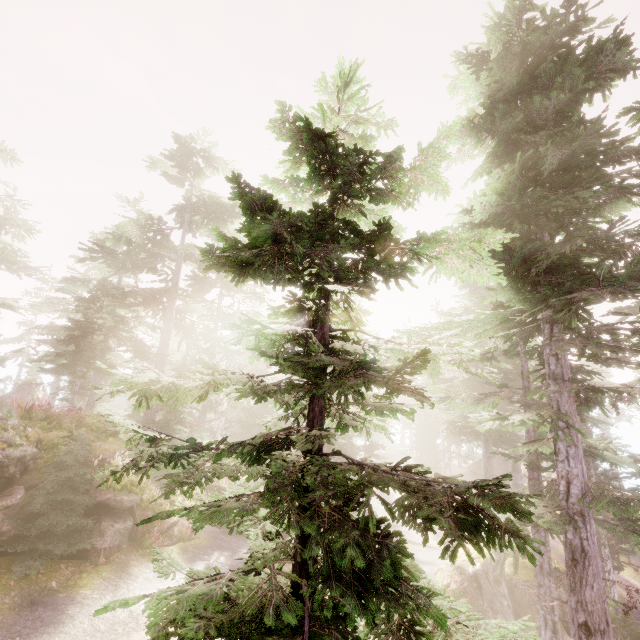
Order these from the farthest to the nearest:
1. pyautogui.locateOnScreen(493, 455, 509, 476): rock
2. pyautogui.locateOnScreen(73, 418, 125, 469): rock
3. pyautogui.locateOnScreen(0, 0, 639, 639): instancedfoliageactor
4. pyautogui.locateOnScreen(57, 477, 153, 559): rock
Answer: pyautogui.locateOnScreen(493, 455, 509, 476): rock → pyautogui.locateOnScreen(73, 418, 125, 469): rock → pyautogui.locateOnScreen(57, 477, 153, 559): rock → pyautogui.locateOnScreen(0, 0, 639, 639): instancedfoliageactor

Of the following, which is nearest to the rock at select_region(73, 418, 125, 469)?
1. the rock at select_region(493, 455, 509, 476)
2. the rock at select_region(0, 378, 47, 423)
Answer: the rock at select_region(493, 455, 509, 476)

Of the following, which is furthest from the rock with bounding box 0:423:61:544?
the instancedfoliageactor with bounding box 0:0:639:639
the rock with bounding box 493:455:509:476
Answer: the rock with bounding box 493:455:509:476

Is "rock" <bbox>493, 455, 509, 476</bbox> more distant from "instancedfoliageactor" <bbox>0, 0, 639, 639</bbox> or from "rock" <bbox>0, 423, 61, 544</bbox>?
"rock" <bbox>0, 423, 61, 544</bbox>

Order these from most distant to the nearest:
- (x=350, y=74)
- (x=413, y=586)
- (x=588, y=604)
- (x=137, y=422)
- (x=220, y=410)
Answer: (x=137, y=422) → (x=220, y=410) → (x=588, y=604) → (x=350, y=74) → (x=413, y=586)

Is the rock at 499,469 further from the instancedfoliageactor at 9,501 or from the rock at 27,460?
the rock at 27,460

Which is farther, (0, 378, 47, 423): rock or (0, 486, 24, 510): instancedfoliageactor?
(0, 378, 47, 423): rock

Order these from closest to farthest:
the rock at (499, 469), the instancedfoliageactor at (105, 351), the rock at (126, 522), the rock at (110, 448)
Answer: the instancedfoliageactor at (105, 351), the rock at (126, 522), the rock at (110, 448), the rock at (499, 469)
